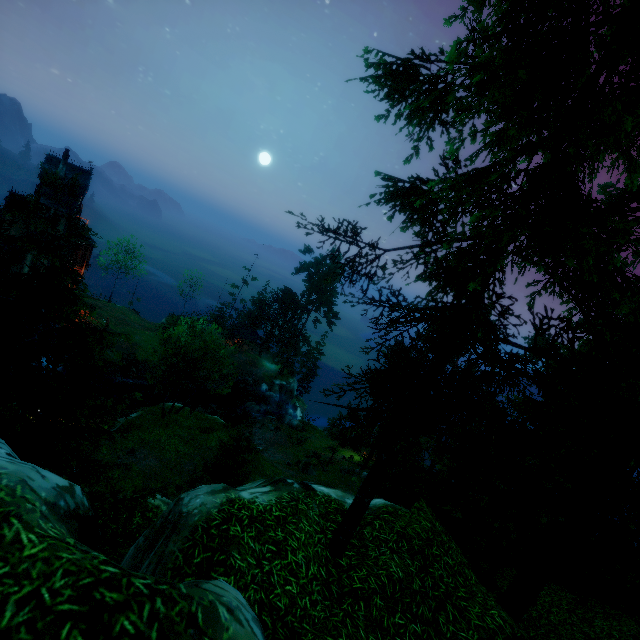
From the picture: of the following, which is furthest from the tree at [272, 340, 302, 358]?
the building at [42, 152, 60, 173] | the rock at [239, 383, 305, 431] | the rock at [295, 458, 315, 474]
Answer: the building at [42, 152, 60, 173]

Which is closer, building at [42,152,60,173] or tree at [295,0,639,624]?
tree at [295,0,639,624]

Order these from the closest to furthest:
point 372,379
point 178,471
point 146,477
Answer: point 146,477 → point 178,471 → point 372,379

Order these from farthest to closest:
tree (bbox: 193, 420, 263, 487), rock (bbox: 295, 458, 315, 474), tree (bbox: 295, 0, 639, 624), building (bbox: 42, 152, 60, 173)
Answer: building (bbox: 42, 152, 60, 173) → rock (bbox: 295, 458, 315, 474) → tree (bbox: 193, 420, 263, 487) → tree (bbox: 295, 0, 639, 624)

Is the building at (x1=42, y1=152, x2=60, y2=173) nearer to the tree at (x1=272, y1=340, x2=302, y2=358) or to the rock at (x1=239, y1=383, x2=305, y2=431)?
the tree at (x1=272, y1=340, x2=302, y2=358)

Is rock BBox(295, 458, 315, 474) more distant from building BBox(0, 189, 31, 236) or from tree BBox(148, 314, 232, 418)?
building BBox(0, 189, 31, 236)

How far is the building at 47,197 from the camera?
32.62m

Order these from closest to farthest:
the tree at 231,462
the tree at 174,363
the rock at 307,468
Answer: the tree at 231,462, the tree at 174,363, the rock at 307,468
